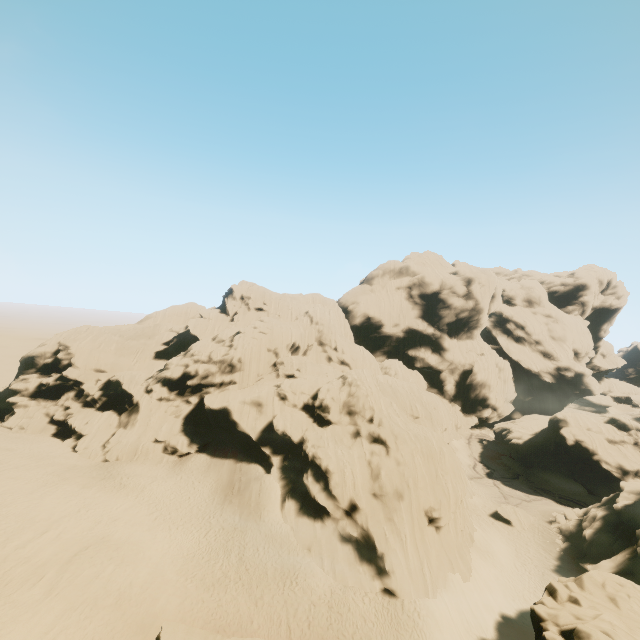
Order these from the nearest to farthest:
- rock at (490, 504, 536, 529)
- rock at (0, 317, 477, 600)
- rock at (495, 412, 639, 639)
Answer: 1. rock at (495, 412, 639, 639)
2. rock at (0, 317, 477, 600)
3. rock at (490, 504, 536, 529)

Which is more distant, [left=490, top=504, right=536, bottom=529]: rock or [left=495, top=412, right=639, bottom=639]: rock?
[left=490, top=504, right=536, bottom=529]: rock

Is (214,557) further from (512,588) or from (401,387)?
(401,387)

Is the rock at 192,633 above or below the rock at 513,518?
above

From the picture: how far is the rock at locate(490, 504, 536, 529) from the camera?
38.4 meters

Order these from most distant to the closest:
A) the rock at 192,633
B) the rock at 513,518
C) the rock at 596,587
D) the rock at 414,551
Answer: the rock at 513,518
the rock at 414,551
the rock at 192,633
the rock at 596,587
